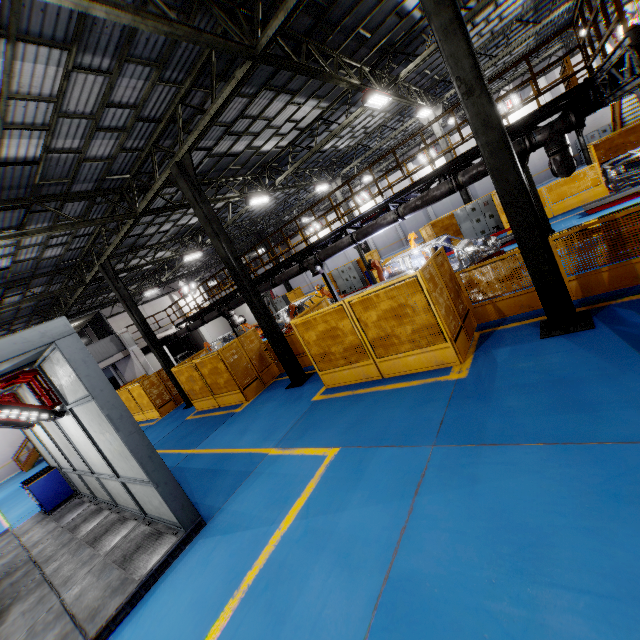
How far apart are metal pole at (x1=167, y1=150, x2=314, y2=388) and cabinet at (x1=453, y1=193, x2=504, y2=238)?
13.4m

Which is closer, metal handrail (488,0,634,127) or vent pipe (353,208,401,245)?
metal handrail (488,0,634,127)

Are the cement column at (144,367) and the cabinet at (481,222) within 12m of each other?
no

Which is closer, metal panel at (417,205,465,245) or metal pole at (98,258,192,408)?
metal pole at (98,258,192,408)

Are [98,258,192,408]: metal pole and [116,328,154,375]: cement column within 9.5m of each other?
yes

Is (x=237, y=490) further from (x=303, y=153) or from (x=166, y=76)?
(x=303, y=153)

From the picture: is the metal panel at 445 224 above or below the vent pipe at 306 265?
below

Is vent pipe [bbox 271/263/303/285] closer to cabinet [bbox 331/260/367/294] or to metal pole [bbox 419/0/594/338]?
metal pole [bbox 419/0/594/338]
